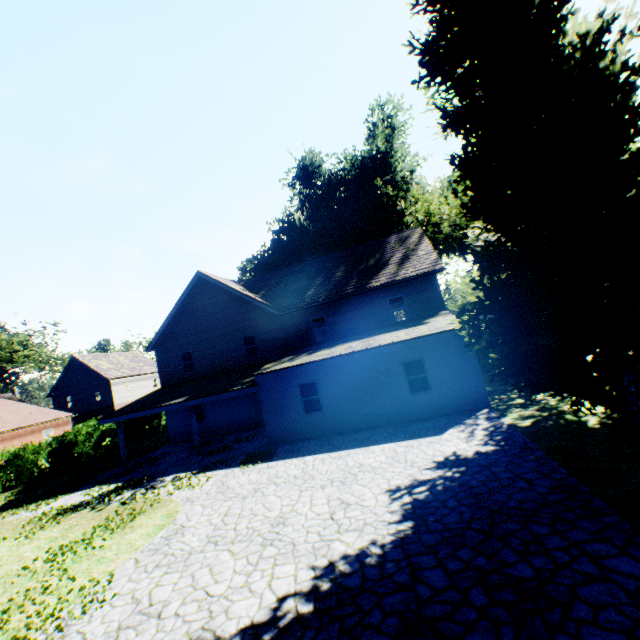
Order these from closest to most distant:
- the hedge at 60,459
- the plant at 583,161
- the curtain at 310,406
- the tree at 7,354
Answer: the plant at 583,161 < the curtain at 310,406 < the hedge at 60,459 < the tree at 7,354

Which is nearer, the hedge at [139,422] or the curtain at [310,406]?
the curtain at [310,406]

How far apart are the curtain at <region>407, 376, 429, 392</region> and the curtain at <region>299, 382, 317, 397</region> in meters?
4.1

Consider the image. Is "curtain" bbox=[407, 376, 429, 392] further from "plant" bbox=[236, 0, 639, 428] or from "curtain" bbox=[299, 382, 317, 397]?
"curtain" bbox=[299, 382, 317, 397]

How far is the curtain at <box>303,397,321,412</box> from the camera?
15.44m

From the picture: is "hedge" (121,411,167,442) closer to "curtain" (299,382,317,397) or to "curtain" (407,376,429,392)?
"curtain" (407,376,429,392)

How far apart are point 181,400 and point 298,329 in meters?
8.0
